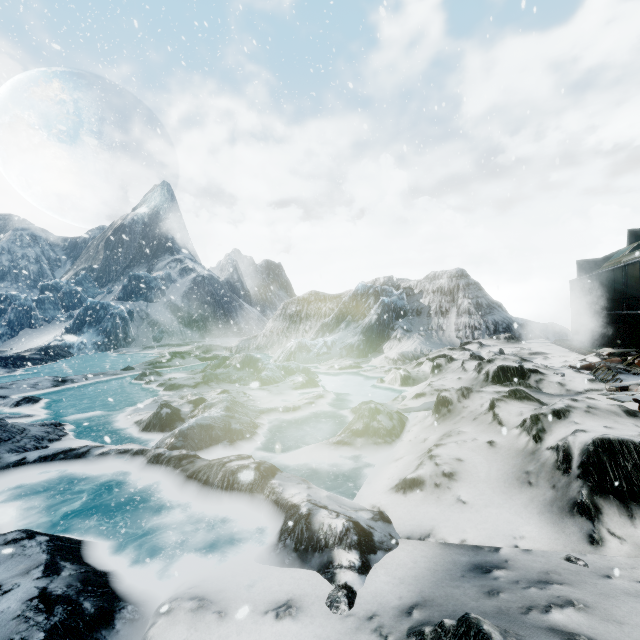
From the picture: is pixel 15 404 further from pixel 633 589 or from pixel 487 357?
pixel 487 357
